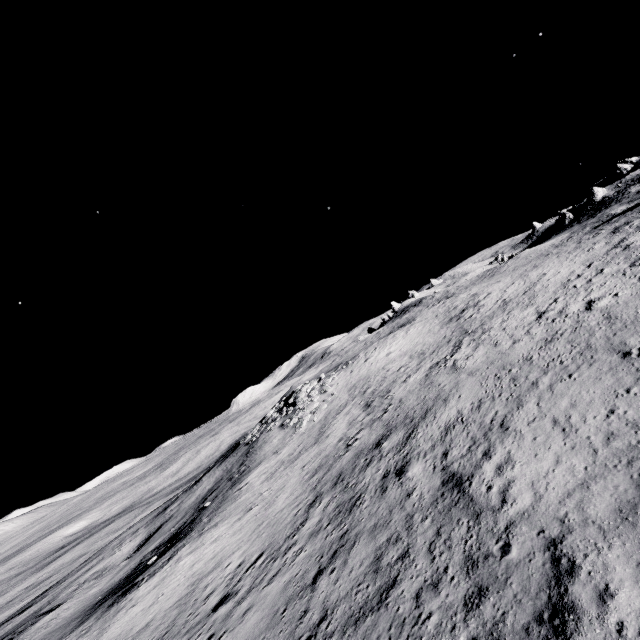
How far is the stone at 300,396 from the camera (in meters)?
32.25

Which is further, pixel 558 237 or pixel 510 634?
pixel 558 237

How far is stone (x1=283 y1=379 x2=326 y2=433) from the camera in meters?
32.2
